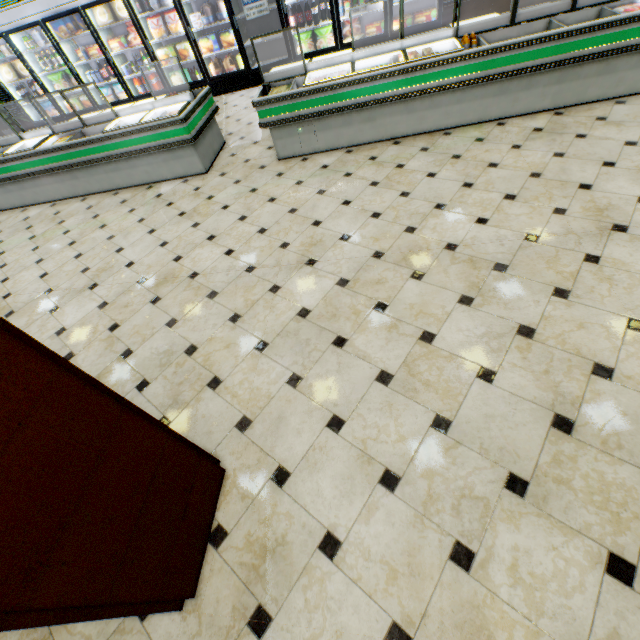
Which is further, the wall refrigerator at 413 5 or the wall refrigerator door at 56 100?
the wall refrigerator door at 56 100

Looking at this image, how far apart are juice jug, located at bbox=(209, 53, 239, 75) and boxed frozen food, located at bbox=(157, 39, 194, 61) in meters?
0.6

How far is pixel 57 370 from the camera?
1.02m

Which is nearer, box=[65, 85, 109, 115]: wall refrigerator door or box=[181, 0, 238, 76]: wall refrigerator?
box=[181, 0, 238, 76]: wall refrigerator

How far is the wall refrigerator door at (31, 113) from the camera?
8.14m

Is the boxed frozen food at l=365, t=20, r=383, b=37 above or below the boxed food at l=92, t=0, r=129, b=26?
below

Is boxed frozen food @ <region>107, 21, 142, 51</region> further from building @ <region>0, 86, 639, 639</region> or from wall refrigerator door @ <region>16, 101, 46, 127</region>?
building @ <region>0, 86, 639, 639</region>

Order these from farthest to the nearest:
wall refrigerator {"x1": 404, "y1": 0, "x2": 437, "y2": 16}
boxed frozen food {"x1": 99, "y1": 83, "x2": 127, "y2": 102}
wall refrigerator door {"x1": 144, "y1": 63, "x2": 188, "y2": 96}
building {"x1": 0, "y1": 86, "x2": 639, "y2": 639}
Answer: boxed frozen food {"x1": 99, "y1": 83, "x2": 127, "y2": 102} → wall refrigerator door {"x1": 144, "y1": 63, "x2": 188, "y2": 96} → wall refrigerator {"x1": 404, "y1": 0, "x2": 437, "y2": 16} → building {"x1": 0, "y1": 86, "x2": 639, "y2": 639}
